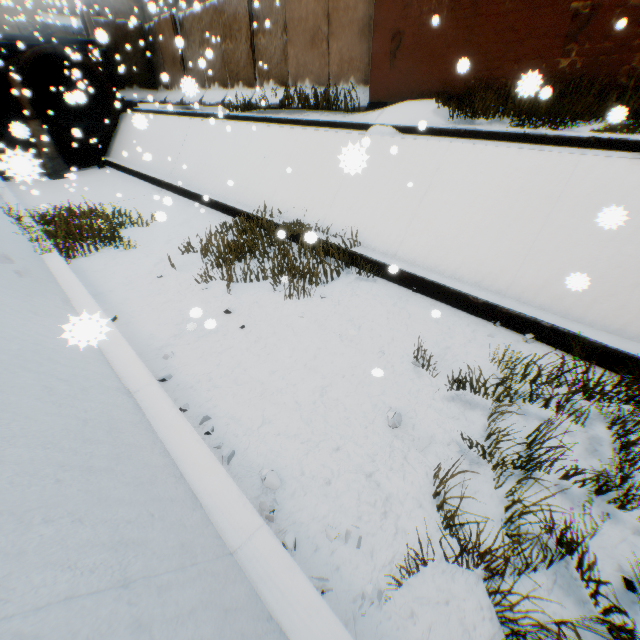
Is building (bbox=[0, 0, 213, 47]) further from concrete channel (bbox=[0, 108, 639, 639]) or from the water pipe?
the water pipe

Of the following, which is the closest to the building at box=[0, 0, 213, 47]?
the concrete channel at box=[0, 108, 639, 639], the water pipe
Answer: the concrete channel at box=[0, 108, 639, 639]

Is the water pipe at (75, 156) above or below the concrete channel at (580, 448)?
above

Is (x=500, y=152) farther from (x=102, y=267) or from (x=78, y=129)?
(x=78, y=129)

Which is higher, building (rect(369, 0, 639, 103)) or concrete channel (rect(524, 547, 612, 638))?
building (rect(369, 0, 639, 103))

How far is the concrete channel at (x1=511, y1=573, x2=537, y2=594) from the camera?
2.5 meters

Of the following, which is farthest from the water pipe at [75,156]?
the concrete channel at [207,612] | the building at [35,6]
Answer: the building at [35,6]
